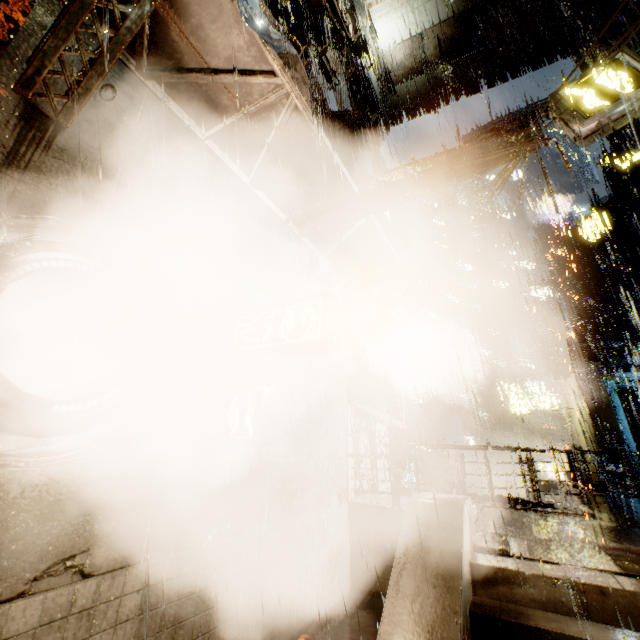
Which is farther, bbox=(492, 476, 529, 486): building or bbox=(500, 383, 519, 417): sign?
bbox=(492, 476, 529, 486): building

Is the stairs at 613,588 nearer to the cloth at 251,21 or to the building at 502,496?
the building at 502,496

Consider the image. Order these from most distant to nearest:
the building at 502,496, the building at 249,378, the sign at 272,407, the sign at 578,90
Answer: the building at 502,496 → the sign at 578,90 → the building at 249,378 → the sign at 272,407

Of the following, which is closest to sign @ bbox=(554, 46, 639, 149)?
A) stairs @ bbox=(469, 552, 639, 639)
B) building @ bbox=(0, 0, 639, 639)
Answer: building @ bbox=(0, 0, 639, 639)

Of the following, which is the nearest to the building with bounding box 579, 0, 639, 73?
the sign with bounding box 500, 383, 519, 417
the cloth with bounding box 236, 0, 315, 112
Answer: the cloth with bounding box 236, 0, 315, 112

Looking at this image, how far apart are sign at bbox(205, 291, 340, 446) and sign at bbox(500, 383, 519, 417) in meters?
22.9

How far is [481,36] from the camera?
16.00m
